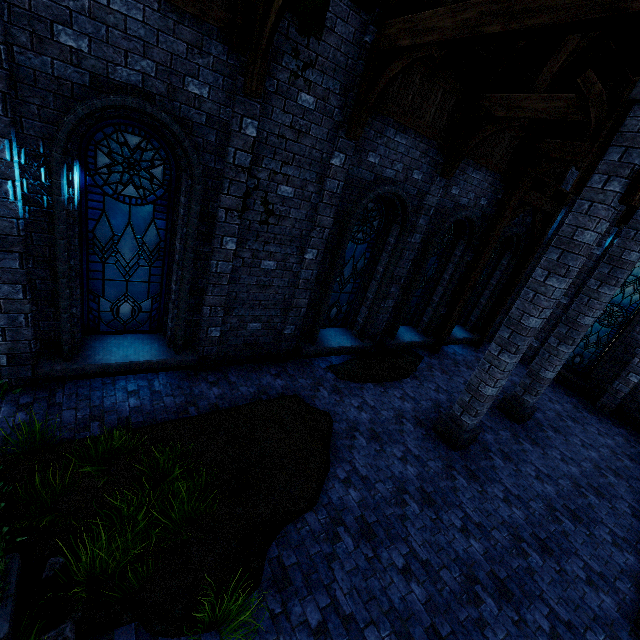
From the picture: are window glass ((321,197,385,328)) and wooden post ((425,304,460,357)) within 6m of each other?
yes

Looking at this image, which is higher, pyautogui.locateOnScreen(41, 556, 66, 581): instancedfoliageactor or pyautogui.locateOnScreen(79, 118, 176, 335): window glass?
pyautogui.locateOnScreen(79, 118, 176, 335): window glass

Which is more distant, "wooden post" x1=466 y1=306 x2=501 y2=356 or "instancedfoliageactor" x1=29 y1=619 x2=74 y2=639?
"wooden post" x1=466 y1=306 x2=501 y2=356

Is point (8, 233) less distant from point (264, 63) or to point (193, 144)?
point (193, 144)

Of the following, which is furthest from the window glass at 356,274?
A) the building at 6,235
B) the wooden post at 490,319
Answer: the wooden post at 490,319

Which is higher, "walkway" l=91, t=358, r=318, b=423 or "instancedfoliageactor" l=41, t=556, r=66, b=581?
"instancedfoliageactor" l=41, t=556, r=66, b=581

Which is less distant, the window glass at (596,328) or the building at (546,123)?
the building at (546,123)

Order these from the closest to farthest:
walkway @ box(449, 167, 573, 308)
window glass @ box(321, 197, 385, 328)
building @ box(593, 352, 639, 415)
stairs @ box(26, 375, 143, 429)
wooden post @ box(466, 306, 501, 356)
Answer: stairs @ box(26, 375, 143, 429) → window glass @ box(321, 197, 385, 328) → walkway @ box(449, 167, 573, 308) → building @ box(593, 352, 639, 415) → wooden post @ box(466, 306, 501, 356)
